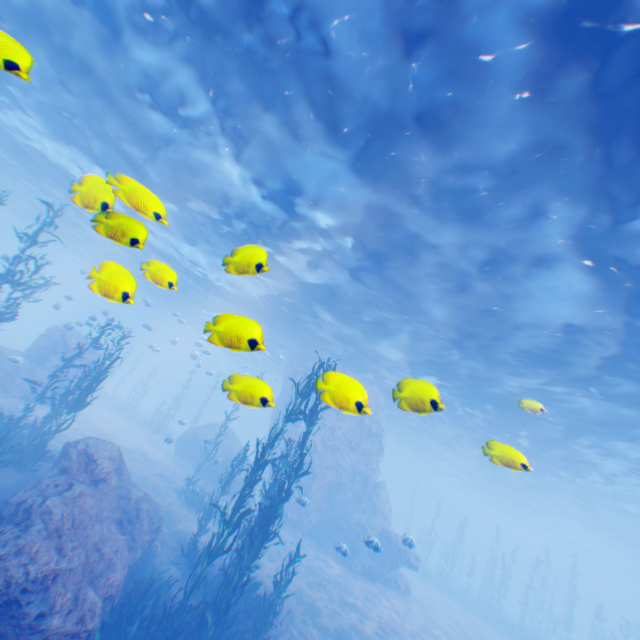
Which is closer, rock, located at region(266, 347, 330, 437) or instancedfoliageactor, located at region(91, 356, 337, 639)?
instancedfoliageactor, located at region(91, 356, 337, 639)

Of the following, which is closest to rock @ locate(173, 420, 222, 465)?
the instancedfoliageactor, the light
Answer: the light

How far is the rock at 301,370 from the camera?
26.89m

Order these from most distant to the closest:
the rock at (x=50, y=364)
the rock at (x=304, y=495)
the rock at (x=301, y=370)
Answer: the rock at (x=301, y=370) < the rock at (x=50, y=364) < the rock at (x=304, y=495)

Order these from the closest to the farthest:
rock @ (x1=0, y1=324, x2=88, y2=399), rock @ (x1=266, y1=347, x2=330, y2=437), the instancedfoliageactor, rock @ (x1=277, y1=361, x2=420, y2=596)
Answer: the instancedfoliageactor
rock @ (x1=277, y1=361, x2=420, y2=596)
rock @ (x1=0, y1=324, x2=88, y2=399)
rock @ (x1=266, y1=347, x2=330, y2=437)

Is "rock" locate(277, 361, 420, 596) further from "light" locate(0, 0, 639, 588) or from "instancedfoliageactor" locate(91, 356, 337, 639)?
"instancedfoliageactor" locate(91, 356, 337, 639)

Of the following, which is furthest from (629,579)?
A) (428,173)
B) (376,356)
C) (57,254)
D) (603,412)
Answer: (57,254)
